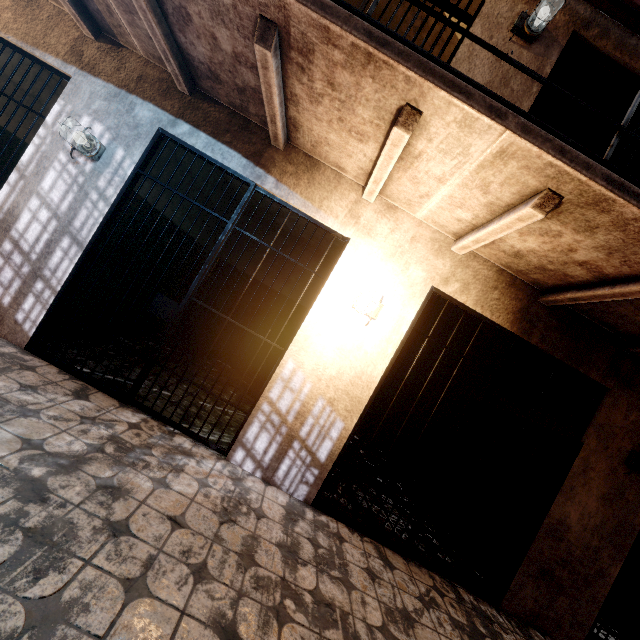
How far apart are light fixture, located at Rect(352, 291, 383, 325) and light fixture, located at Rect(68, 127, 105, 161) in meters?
2.7 m

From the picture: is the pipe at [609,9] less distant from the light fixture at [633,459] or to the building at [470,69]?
the building at [470,69]

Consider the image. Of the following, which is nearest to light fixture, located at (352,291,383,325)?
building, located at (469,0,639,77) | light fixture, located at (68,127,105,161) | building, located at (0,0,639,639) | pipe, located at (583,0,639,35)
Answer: building, located at (0,0,639,639)

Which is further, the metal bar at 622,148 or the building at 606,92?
the building at 606,92

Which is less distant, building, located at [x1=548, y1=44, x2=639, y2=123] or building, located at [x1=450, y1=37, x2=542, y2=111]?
building, located at [x1=450, y1=37, x2=542, y2=111]

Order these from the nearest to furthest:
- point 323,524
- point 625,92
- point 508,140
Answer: point 508,140, point 323,524, point 625,92

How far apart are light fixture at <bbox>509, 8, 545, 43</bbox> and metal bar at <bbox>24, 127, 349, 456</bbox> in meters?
2.6 m
